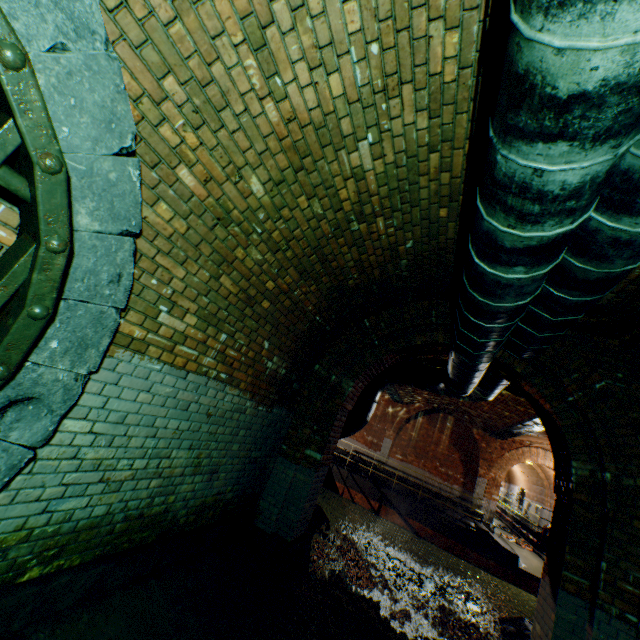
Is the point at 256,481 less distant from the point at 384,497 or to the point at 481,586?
the point at 384,497

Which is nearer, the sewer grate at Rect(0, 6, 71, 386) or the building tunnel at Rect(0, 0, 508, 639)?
the sewer grate at Rect(0, 6, 71, 386)

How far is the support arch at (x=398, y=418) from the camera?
17.71m

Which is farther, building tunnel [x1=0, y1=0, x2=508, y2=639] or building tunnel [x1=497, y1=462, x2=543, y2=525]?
building tunnel [x1=497, y1=462, x2=543, y2=525]

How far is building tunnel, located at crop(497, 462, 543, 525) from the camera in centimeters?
2206cm

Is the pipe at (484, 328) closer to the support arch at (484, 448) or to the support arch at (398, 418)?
the support arch at (484, 448)

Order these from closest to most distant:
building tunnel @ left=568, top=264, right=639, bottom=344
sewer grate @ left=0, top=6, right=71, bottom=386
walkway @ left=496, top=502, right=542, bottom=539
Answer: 1. sewer grate @ left=0, top=6, right=71, bottom=386
2. building tunnel @ left=568, top=264, right=639, bottom=344
3. walkway @ left=496, top=502, right=542, bottom=539

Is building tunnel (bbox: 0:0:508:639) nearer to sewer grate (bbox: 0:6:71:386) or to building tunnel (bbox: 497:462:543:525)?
sewer grate (bbox: 0:6:71:386)
